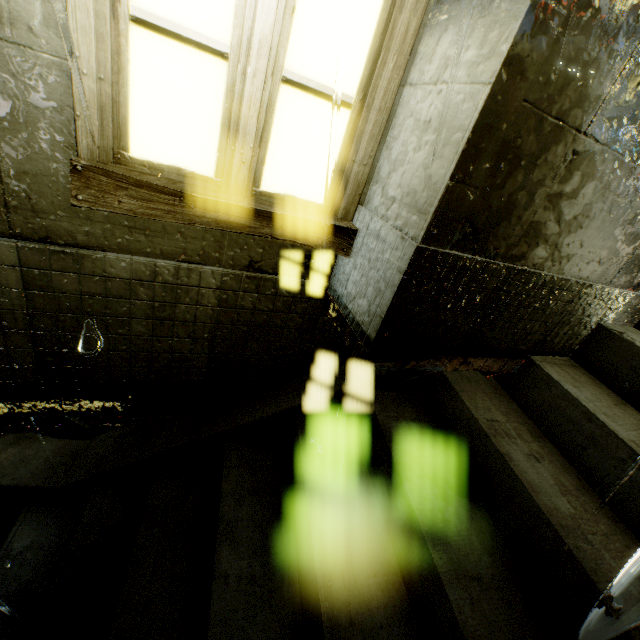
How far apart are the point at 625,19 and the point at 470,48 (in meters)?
0.62

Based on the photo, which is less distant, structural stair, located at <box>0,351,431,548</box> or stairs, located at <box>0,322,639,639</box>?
stairs, located at <box>0,322,639,639</box>

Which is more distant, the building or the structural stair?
the structural stair

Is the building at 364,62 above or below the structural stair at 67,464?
above

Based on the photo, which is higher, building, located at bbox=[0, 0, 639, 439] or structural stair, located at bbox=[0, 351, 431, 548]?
building, located at bbox=[0, 0, 639, 439]

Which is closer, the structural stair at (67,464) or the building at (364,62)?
the building at (364,62)
